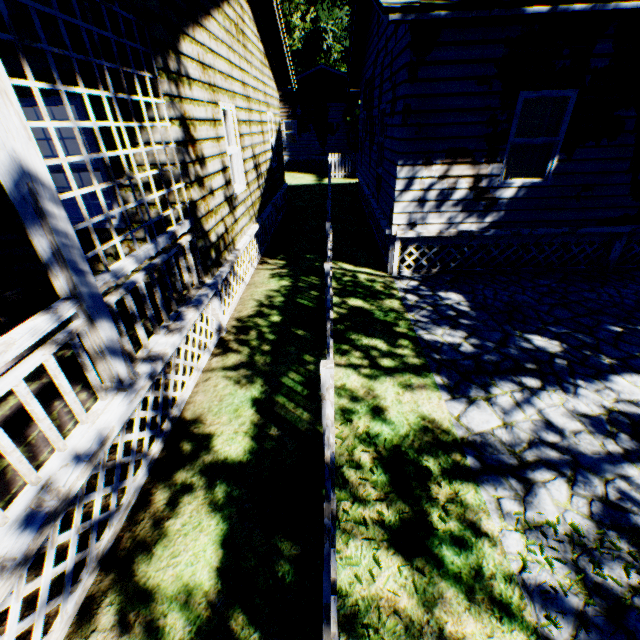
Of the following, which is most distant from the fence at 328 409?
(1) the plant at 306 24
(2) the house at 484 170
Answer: (2) the house at 484 170

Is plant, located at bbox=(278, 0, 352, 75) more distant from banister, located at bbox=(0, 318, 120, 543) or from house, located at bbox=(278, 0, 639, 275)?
banister, located at bbox=(0, 318, 120, 543)

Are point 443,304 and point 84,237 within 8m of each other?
yes

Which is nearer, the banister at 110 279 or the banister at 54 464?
the banister at 54 464

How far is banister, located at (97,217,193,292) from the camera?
2.9 meters

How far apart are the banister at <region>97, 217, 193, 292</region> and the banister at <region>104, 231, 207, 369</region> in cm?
10

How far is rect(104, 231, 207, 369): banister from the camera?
3.1 meters

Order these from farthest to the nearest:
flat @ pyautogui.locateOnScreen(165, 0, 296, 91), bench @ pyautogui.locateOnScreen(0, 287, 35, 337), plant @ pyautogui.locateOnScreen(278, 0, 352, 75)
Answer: plant @ pyautogui.locateOnScreen(278, 0, 352, 75)
flat @ pyautogui.locateOnScreen(165, 0, 296, 91)
bench @ pyautogui.locateOnScreen(0, 287, 35, 337)
